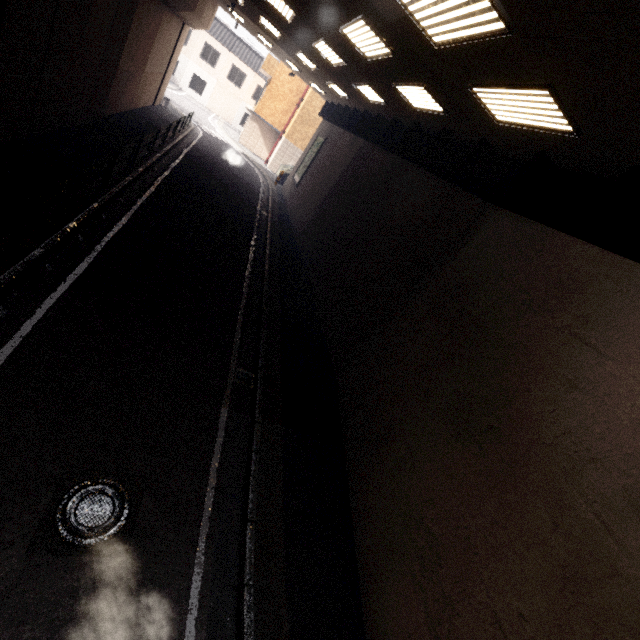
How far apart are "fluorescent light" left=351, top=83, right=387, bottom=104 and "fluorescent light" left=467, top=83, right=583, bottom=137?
6.28m

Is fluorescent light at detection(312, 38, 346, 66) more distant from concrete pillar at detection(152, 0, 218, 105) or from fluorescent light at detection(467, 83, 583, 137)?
fluorescent light at detection(467, 83, 583, 137)

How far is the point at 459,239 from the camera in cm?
759

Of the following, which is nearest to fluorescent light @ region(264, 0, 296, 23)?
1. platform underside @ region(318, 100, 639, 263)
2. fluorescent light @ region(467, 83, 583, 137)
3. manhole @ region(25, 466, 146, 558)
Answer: platform underside @ region(318, 100, 639, 263)

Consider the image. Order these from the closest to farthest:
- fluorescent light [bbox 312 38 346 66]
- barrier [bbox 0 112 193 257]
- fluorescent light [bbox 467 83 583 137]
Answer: fluorescent light [bbox 467 83 583 137] → barrier [bbox 0 112 193 257] → fluorescent light [bbox 312 38 346 66]

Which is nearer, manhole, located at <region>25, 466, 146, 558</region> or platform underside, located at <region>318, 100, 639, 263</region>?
manhole, located at <region>25, 466, 146, 558</region>

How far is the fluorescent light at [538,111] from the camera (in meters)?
4.47

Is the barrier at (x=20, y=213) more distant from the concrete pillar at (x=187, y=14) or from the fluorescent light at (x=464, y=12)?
the fluorescent light at (x=464, y=12)
